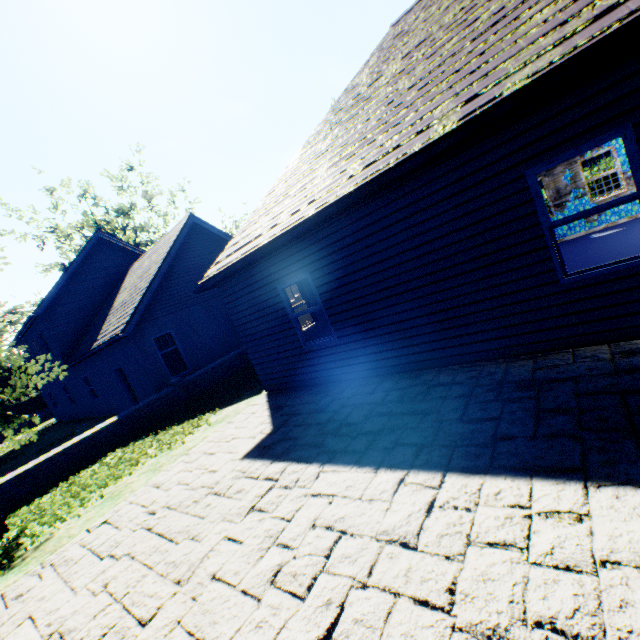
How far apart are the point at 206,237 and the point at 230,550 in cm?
1587
